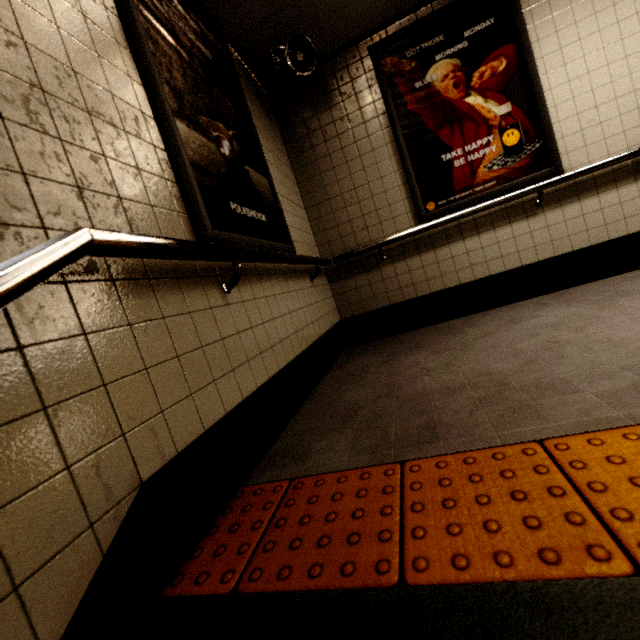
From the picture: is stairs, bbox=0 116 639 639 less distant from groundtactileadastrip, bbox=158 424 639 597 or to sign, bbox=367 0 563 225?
groundtactileadastrip, bbox=158 424 639 597

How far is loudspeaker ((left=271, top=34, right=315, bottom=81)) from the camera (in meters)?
2.78

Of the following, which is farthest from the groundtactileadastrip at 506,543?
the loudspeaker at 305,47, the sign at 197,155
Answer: the loudspeaker at 305,47

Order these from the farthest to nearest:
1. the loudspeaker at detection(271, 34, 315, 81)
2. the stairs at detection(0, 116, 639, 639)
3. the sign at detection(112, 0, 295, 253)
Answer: the loudspeaker at detection(271, 34, 315, 81)
the sign at detection(112, 0, 295, 253)
the stairs at detection(0, 116, 639, 639)

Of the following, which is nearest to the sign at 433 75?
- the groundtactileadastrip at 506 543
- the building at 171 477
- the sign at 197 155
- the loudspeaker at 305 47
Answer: the building at 171 477

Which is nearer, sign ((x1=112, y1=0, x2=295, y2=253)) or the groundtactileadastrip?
the groundtactileadastrip

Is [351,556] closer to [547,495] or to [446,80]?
[547,495]

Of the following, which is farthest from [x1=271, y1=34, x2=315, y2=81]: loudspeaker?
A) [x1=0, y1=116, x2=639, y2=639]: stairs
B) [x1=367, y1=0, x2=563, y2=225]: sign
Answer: [x1=0, y1=116, x2=639, y2=639]: stairs
